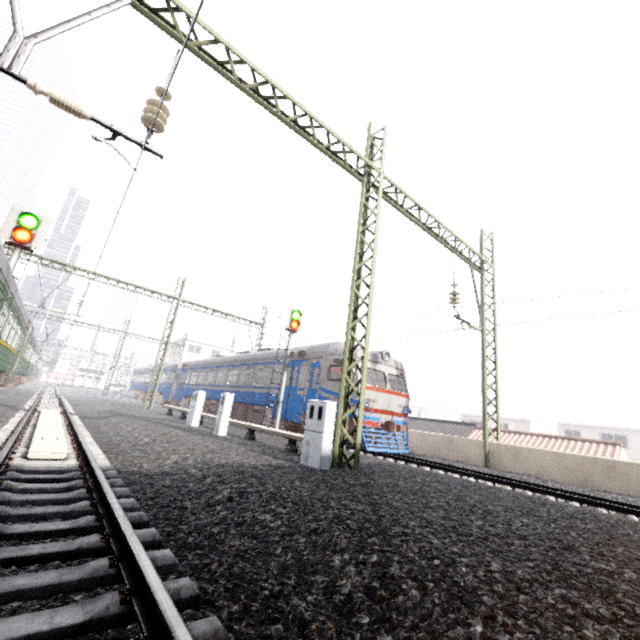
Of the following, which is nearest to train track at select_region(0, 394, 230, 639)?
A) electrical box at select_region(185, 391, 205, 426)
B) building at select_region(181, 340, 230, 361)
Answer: electrical box at select_region(185, 391, 205, 426)

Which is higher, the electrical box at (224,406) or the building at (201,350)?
the building at (201,350)

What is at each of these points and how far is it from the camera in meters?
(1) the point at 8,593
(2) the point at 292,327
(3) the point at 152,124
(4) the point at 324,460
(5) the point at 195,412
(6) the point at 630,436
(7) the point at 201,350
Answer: (1) train track, 2.0
(2) traffic signal, 15.1
(3) power line, 4.6
(4) electrical box, 7.0
(5) electrical box, 13.4
(6) building, 35.2
(7) building, 56.6

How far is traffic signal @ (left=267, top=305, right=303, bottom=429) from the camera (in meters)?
14.23

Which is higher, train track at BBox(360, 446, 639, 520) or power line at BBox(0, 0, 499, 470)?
power line at BBox(0, 0, 499, 470)

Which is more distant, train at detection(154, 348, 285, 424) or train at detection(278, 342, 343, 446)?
train at detection(154, 348, 285, 424)

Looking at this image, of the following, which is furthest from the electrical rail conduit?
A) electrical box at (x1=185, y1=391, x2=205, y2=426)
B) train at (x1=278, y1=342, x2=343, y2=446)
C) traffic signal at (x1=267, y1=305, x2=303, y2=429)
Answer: train at (x1=278, y1=342, x2=343, y2=446)

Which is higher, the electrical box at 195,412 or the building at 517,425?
the building at 517,425
